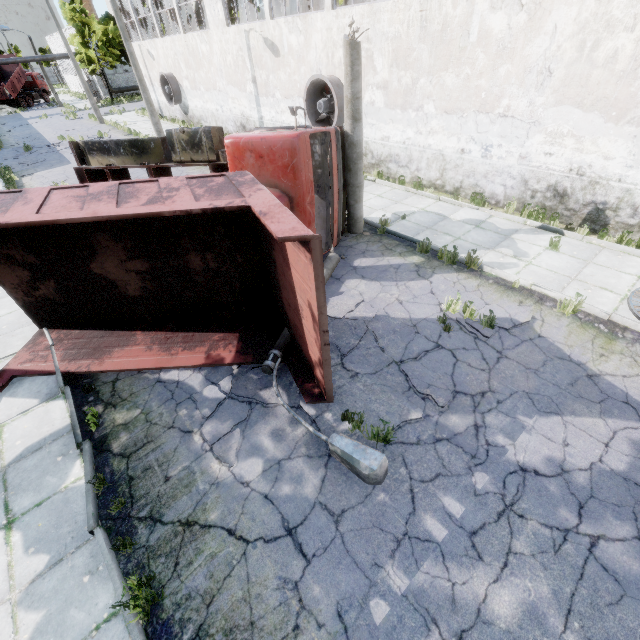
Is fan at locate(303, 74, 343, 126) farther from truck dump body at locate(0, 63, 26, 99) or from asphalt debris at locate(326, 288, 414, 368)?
truck dump body at locate(0, 63, 26, 99)

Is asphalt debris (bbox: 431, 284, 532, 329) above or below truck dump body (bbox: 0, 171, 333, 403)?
below

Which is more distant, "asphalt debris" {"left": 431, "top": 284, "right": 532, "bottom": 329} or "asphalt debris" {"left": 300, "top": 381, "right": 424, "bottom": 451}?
"asphalt debris" {"left": 431, "top": 284, "right": 532, "bottom": 329}

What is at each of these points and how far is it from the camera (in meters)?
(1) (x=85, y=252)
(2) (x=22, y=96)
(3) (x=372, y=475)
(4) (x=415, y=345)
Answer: (1) truck dump body, 6.08
(2) truck, 45.00
(3) lamp post, 4.20
(4) asphalt debris, 6.29

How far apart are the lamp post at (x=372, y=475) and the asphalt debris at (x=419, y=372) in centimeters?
1cm

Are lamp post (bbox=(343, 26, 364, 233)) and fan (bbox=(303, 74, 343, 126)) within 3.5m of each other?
no

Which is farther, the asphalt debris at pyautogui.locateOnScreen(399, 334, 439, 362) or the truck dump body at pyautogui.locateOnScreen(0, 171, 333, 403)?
the asphalt debris at pyautogui.locateOnScreen(399, 334, 439, 362)

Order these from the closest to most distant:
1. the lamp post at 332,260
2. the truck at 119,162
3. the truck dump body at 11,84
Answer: the truck at 119,162, the lamp post at 332,260, the truck dump body at 11,84
